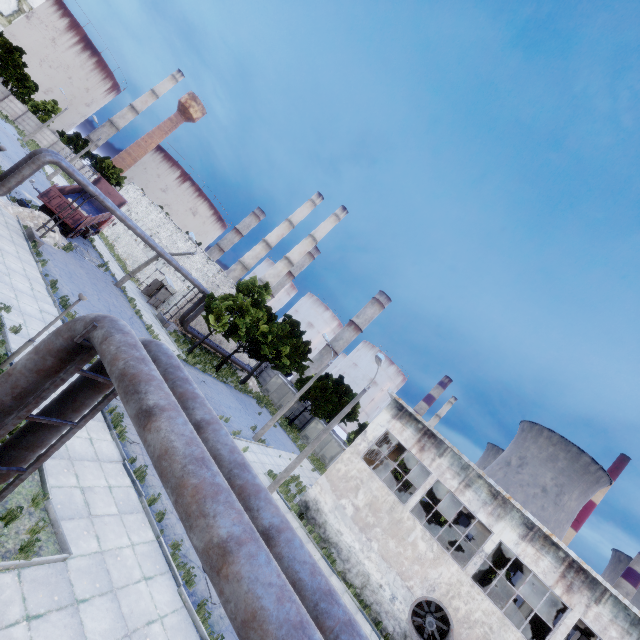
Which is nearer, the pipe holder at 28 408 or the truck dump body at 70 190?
the pipe holder at 28 408

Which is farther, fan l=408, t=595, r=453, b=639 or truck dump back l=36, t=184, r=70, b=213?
truck dump back l=36, t=184, r=70, b=213

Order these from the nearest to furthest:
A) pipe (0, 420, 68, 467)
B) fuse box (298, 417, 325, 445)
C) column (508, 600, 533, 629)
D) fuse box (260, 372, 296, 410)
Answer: pipe (0, 420, 68, 467)
column (508, 600, 533, 629)
fuse box (298, 417, 325, 445)
fuse box (260, 372, 296, 410)

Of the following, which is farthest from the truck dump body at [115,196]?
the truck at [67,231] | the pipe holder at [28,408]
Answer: the pipe holder at [28,408]

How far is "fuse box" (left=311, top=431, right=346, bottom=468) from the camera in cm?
3991

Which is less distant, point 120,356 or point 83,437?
point 120,356

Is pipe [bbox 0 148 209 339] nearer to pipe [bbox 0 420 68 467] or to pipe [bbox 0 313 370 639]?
pipe [bbox 0 420 68 467]

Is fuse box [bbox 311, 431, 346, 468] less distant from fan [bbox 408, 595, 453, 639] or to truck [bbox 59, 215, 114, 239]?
fan [bbox 408, 595, 453, 639]
